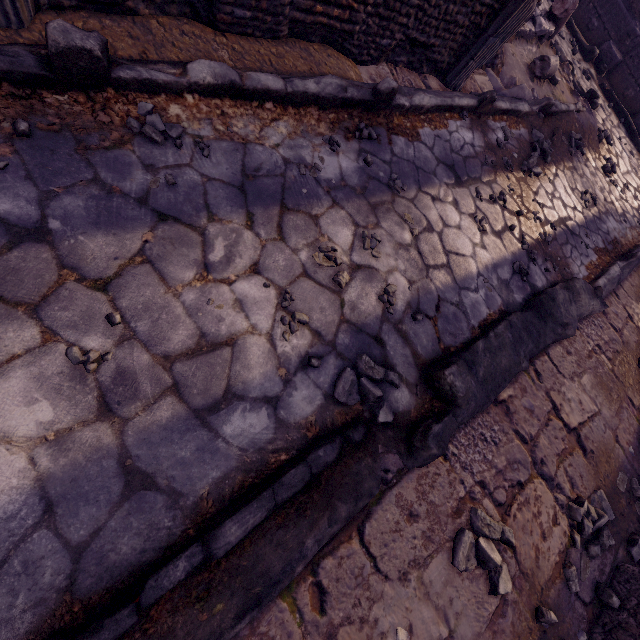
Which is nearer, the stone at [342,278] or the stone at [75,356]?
the stone at [75,356]

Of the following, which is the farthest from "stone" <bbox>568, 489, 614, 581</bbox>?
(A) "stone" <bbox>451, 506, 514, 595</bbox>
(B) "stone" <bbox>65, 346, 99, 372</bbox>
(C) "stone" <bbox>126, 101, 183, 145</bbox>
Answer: (C) "stone" <bbox>126, 101, 183, 145</bbox>

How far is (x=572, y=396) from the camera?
2.94m

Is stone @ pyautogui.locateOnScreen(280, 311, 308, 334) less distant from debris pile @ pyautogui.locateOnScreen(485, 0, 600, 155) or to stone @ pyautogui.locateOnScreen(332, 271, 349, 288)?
stone @ pyautogui.locateOnScreen(332, 271, 349, 288)

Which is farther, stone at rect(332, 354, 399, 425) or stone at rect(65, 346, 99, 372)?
stone at rect(332, 354, 399, 425)

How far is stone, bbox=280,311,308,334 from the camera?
1.9m

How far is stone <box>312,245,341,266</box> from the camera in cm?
214

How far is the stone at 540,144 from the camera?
4.1 meters
